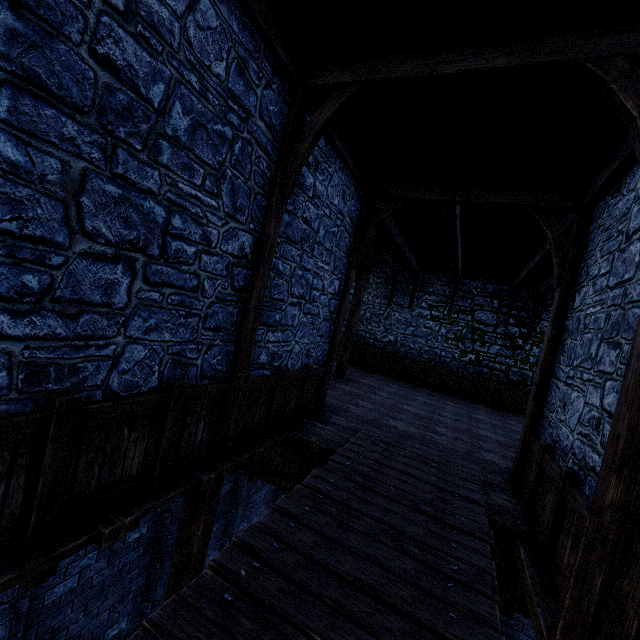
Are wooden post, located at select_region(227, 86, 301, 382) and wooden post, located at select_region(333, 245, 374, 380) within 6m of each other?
no

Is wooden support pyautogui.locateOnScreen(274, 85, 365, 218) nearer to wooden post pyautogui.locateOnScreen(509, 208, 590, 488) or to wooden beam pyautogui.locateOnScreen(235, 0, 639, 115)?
wooden beam pyautogui.locateOnScreen(235, 0, 639, 115)

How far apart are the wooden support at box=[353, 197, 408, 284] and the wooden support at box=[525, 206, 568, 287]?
2.02m

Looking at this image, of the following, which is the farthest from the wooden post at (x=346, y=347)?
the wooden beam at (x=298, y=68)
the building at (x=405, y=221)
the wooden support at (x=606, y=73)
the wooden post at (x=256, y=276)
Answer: the wooden support at (x=606, y=73)

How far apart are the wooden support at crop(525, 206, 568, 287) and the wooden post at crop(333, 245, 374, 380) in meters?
5.6 m

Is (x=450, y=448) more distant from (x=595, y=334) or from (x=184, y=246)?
(x=184, y=246)

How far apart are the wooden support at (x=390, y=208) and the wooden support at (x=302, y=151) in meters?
2.9

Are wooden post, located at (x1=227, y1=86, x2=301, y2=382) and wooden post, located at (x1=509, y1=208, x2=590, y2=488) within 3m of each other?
no
